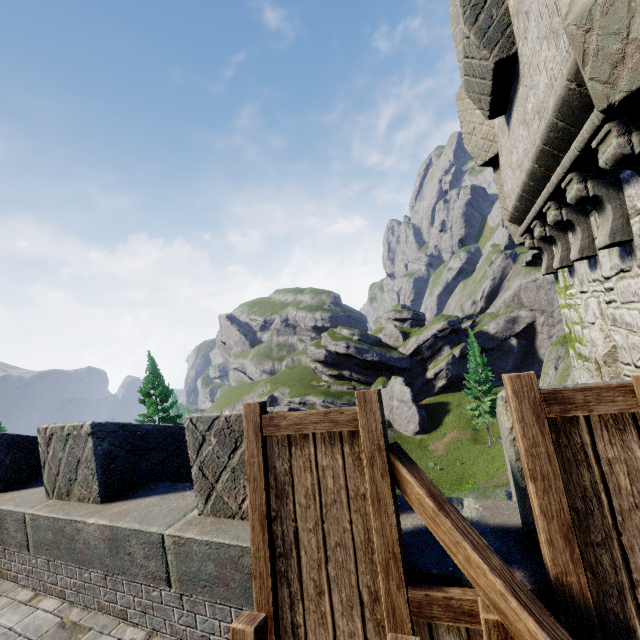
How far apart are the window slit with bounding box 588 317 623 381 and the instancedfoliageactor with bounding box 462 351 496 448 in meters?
35.2

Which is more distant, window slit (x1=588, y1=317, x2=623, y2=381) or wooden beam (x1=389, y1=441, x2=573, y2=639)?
window slit (x1=588, y1=317, x2=623, y2=381)

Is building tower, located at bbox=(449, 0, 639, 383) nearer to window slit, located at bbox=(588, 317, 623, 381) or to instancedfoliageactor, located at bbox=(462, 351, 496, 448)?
window slit, located at bbox=(588, 317, 623, 381)

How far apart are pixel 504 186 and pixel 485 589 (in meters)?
7.02

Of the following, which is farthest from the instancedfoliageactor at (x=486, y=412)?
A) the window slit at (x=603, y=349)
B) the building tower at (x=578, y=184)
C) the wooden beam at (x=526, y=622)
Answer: the wooden beam at (x=526, y=622)

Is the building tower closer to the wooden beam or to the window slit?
the window slit

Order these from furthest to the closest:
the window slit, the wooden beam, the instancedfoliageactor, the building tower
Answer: the instancedfoliageactor < the window slit < the building tower < the wooden beam

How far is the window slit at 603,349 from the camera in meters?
4.1
